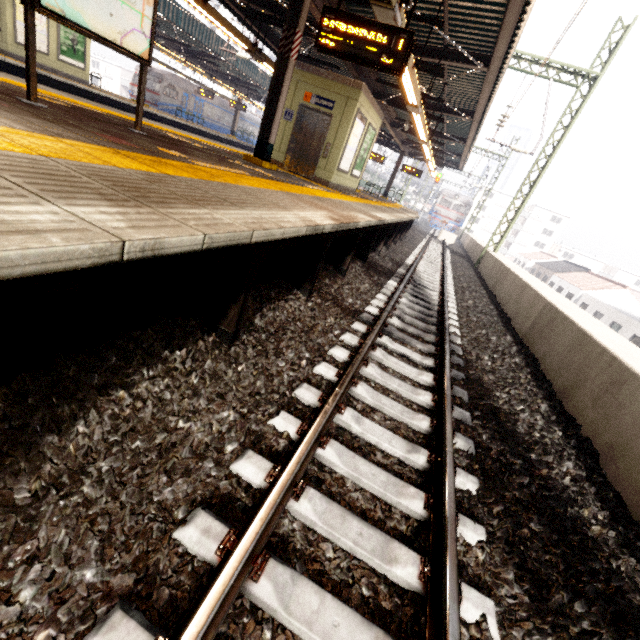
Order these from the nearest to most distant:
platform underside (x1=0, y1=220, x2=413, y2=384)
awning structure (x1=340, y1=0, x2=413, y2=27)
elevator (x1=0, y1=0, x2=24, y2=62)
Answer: platform underside (x1=0, y1=220, x2=413, y2=384) → awning structure (x1=340, y1=0, x2=413, y2=27) → elevator (x1=0, y1=0, x2=24, y2=62)

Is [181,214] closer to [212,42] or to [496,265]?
[496,265]

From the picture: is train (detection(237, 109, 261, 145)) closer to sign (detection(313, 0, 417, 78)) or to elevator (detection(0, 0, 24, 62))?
elevator (detection(0, 0, 24, 62))

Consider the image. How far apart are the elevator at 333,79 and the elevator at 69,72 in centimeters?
1259cm

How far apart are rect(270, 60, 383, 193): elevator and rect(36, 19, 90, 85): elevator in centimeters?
1259cm

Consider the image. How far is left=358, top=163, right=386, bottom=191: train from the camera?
45.4 meters

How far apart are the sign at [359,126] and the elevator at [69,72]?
15.04m

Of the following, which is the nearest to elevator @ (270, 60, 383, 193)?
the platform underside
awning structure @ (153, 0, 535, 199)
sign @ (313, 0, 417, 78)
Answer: awning structure @ (153, 0, 535, 199)
